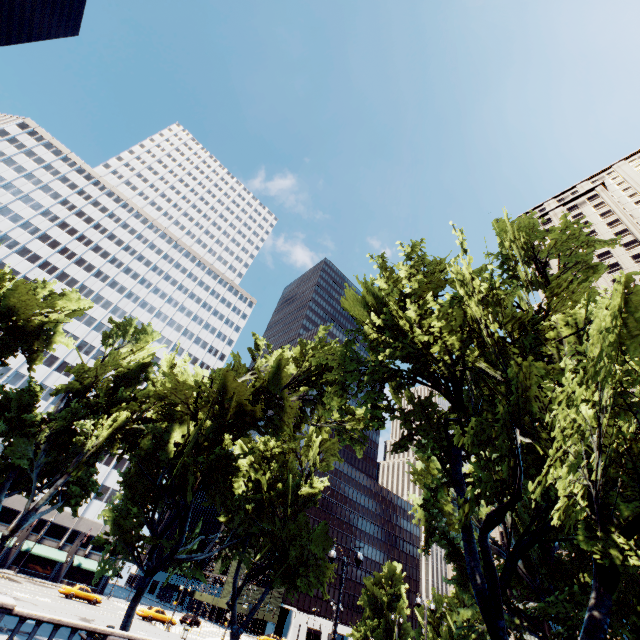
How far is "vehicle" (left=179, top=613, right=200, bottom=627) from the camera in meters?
48.6

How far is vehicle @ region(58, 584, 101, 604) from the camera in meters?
39.8

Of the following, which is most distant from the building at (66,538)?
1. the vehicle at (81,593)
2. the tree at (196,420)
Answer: the vehicle at (81,593)

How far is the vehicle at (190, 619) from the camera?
48.59m

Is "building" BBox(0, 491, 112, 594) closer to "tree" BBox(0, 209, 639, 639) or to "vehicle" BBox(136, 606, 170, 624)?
"tree" BBox(0, 209, 639, 639)

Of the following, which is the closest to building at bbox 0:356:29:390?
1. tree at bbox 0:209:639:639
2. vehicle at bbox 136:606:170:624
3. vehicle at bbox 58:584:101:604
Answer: tree at bbox 0:209:639:639

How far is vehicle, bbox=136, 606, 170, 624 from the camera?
41.1m

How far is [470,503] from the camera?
10.7 meters
